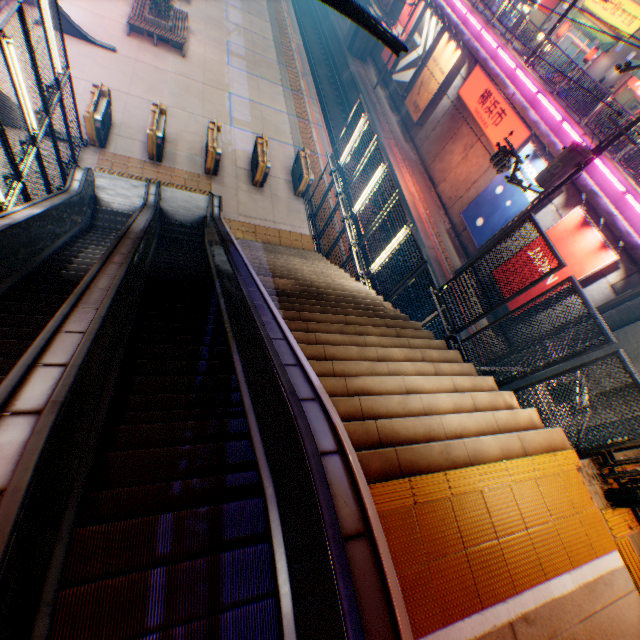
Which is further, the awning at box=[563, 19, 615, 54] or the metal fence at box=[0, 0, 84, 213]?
the awning at box=[563, 19, 615, 54]

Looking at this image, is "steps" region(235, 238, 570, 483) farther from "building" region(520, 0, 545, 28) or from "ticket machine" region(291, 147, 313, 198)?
"building" region(520, 0, 545, 28)

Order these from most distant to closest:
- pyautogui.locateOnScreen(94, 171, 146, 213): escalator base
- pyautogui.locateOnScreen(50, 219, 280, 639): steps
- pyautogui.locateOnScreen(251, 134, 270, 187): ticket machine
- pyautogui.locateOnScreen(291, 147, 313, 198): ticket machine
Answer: pyautogui.locateOnScreen(291, 147, 313, 198): ticket machine, pyautogui.locateOnScreen(251, 134, 270, 187): ticket machine, pyautogui.locateOnScreen(94, 171, 146, 213): escalator base, pyautogui.locateOnScreen(50, 219, 280, 639): steps

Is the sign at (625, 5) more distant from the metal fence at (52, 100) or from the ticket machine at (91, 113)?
the ticket machine at (91, 113)

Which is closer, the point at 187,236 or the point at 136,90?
the point at 187,236

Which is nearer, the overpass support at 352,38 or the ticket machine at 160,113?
the ticket machine at 160,113

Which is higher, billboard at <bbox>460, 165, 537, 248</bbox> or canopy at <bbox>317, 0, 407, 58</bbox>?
canopy at <bbox>317, 0, 407, 58</bbox>

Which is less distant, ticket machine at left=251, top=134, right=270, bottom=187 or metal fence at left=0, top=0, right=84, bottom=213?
metal fence at left=0, top=0, right=84, bottom=213
